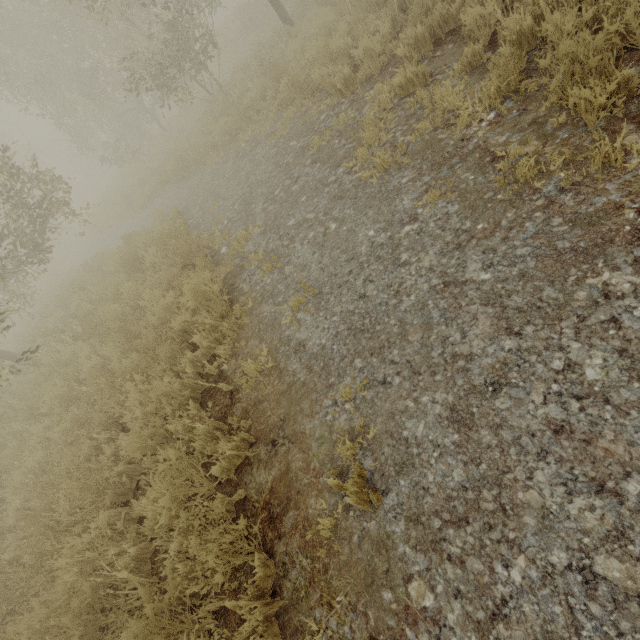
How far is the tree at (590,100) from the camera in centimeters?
248cm

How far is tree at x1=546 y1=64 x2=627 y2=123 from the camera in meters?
2.5 m

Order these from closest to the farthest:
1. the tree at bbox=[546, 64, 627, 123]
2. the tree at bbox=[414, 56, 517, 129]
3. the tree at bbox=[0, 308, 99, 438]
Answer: the tree at bbox=[546, 64, 627, 123], the tree at bbox=[414, 56, 517, 129], the tree at bbox=[0, 308, 99, 438]

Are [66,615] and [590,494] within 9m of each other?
yes

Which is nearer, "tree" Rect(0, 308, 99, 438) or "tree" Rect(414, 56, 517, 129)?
"tree" Rect(414, 56, 517, 129)
